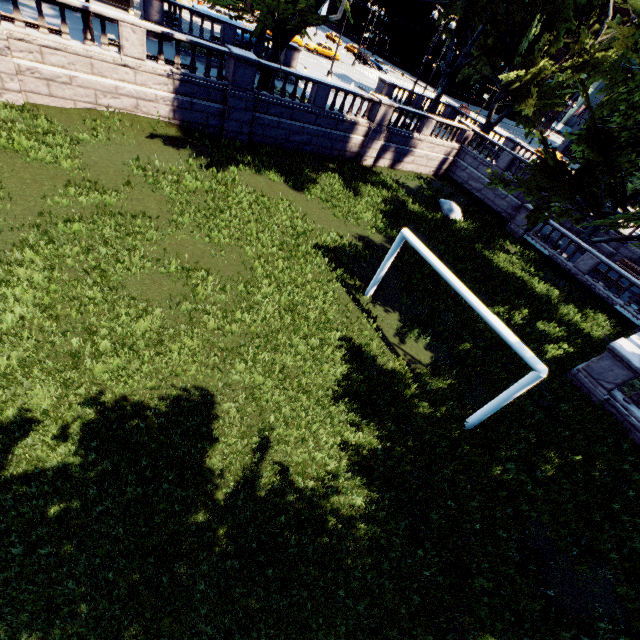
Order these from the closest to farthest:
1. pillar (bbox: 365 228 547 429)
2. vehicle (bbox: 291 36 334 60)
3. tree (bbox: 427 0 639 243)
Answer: pillar (bbox: 365 228 547 429) < tree (bbox: 427 0 639 243) < vehicle (bbox: 291 36 334 60)

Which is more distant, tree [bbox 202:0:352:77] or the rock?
the rock

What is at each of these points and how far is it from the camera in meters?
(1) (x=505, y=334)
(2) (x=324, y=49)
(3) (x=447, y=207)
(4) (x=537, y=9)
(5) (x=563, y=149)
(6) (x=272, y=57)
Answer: (1) pillar, 8.3 m
(2) vehicle, 44.1 m
(3) rock, 22.2 m
(4) tree, 26.6 m
(5) building, 54.0 m
(6) tree, 18.0 m

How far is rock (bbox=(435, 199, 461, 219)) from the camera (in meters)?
22.12

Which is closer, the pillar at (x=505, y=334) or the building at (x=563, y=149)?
the pillar at (x=505, y=334)

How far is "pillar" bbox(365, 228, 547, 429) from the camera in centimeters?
789cm

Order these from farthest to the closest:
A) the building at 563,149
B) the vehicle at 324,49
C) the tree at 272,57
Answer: the building at 563,149 → the vehicle at 324,49 → the tree at 272,57

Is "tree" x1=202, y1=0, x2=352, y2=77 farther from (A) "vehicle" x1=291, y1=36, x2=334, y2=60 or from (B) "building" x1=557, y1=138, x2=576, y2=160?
(B) "building" x1=557, y1=138, x2=576, y2=160
